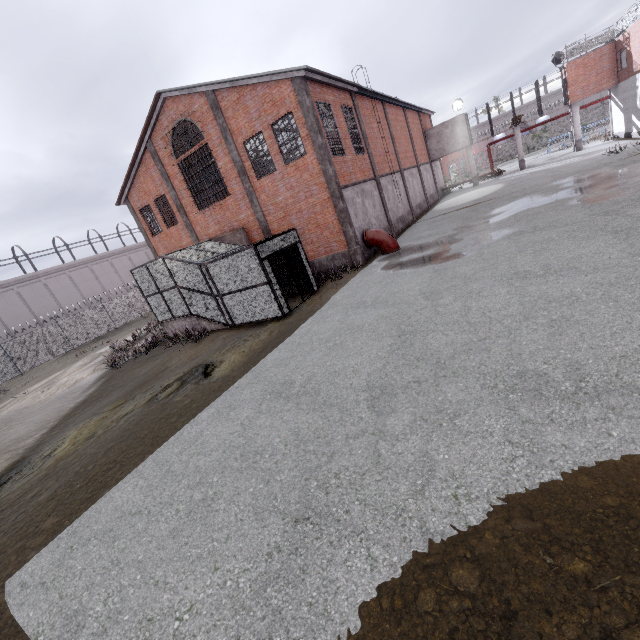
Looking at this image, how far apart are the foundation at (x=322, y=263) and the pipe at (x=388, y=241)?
1.1m

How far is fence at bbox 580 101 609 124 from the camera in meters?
53.6

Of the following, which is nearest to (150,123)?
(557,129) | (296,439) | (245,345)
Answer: (245,345)

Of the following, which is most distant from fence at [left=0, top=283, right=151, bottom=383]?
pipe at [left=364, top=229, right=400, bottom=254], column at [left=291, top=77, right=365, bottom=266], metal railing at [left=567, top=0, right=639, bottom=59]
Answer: pipe at [left=364, top=229, right=400, bottom=254]

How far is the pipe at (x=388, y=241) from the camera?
17.0m

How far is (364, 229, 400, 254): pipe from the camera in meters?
17.0 m

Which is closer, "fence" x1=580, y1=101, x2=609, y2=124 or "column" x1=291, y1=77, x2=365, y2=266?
"column" x1=291, y1=77, x2=365, y2=266

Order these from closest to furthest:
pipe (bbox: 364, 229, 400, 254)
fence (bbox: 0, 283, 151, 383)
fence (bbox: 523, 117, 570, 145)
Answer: pipe (bbox: 364, 229, 400, 254), fence (bbox: 0, 283, 151, 383), fence (bbox: 523, 117, 570, 145)
